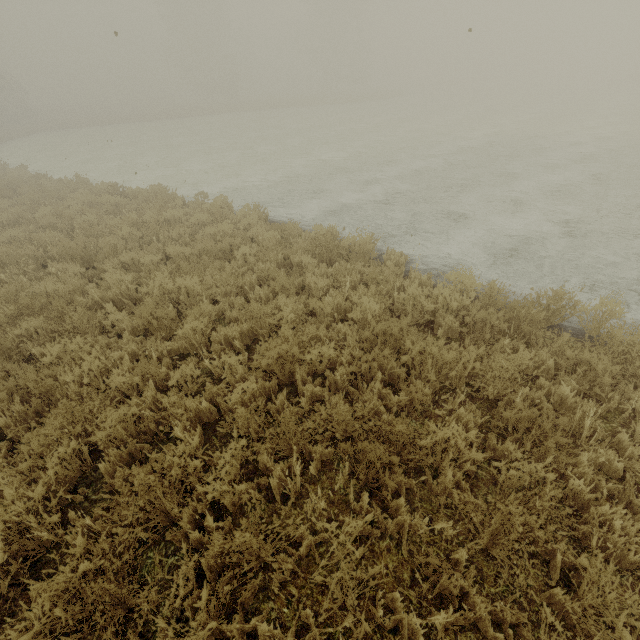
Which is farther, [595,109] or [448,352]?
[595,109]
